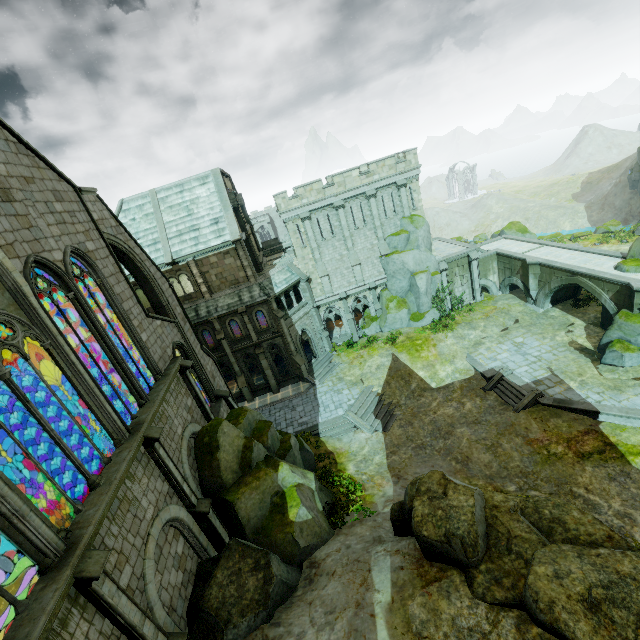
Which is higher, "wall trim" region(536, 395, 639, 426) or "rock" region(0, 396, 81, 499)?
"rock" region(0, 396, 81, 499)

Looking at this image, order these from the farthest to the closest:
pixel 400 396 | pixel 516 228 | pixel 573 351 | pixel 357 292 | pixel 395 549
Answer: pixel 516 228
pixel 357 292
pixel 400 396
pixel 573 351
pixel 395 549

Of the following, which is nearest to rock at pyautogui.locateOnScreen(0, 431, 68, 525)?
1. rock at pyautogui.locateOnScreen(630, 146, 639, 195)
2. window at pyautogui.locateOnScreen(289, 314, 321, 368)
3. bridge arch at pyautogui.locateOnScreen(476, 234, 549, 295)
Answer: window at pyautogui.locateOnScreen(289, 314, 321, 368)

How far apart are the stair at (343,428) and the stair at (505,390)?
10.77m

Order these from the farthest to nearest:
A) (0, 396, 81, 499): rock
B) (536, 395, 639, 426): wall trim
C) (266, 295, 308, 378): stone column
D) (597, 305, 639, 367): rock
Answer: (266, 295, 308, 378): stone column
(597, 305, 639, 367): rock
(536, 395, 639, 426): wall trim
(0, 396, 81, 499): rock

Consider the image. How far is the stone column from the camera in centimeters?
2862cm

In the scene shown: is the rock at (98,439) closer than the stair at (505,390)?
Yes

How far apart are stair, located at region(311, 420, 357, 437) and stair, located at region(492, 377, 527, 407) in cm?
1077
